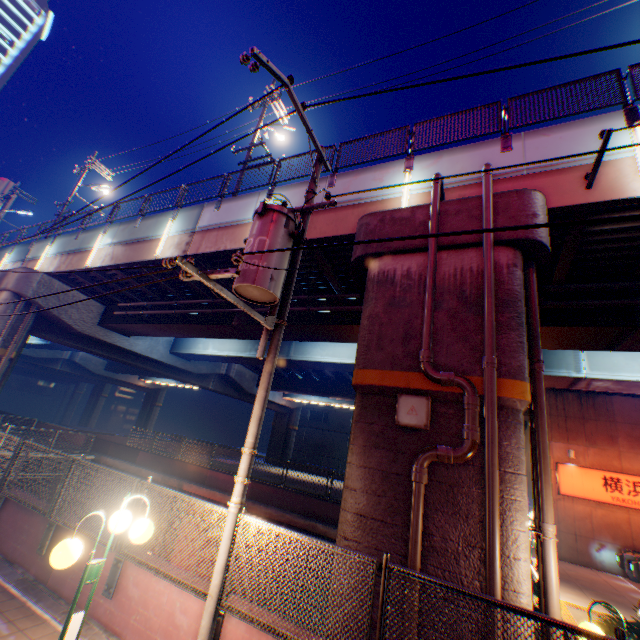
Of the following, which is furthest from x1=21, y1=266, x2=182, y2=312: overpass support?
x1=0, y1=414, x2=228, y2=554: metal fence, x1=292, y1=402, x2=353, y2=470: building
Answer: x1=292, y1=402, x2=353, y2=470: building

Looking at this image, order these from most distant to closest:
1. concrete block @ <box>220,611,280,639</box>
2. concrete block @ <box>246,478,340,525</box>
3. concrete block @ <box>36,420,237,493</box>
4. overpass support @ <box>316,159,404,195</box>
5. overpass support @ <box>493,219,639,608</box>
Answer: concrete block @ <box>36,420,237,493</box>, concrete block @ <box>246,478,340,525</box>, overpass support @ <box>316,159,404,195</box>, overpass support @ <box>493,219,639,608</box>, concrete block @ <box>220,611,280,639</box>

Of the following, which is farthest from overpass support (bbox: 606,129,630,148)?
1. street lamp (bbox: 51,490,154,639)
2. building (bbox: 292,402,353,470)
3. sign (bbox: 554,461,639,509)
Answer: building (bbox: 292,402,353,470)

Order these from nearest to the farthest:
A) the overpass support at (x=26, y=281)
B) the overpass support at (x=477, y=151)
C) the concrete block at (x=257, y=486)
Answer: the overpass support at (x=477, y=151) → the concrete block at (x=257, y=486) → the overpass support at (x=26, y=281)

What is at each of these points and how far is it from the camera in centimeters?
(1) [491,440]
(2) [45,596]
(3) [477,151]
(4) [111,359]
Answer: (1) pipe, 513cm
(2) concrete curb, 583cm
(3) overpass support, 873cm
(4) overpass support, 2258cm

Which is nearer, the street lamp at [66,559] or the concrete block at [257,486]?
the street lamp at [66,559]

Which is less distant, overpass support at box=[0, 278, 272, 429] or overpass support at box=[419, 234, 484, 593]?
overpass support at box=[419, 234, 484, 593]

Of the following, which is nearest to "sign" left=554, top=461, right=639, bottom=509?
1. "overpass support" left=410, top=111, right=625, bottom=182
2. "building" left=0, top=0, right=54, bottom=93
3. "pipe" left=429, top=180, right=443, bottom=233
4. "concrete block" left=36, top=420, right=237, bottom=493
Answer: "overpass support" left=410, top=111, right=625, bottom=182
